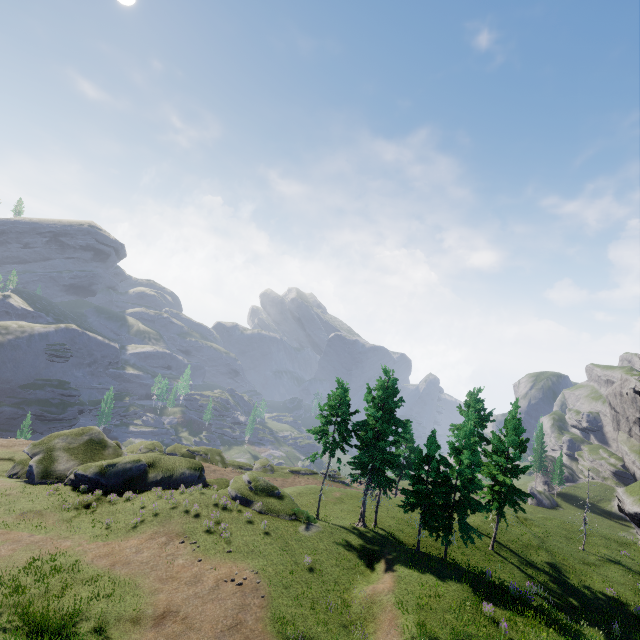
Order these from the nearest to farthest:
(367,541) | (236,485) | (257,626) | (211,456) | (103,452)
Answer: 1. (257,626)
2. (367,541)
3. (236,485)
4. (103,452)
5. (211,456)
